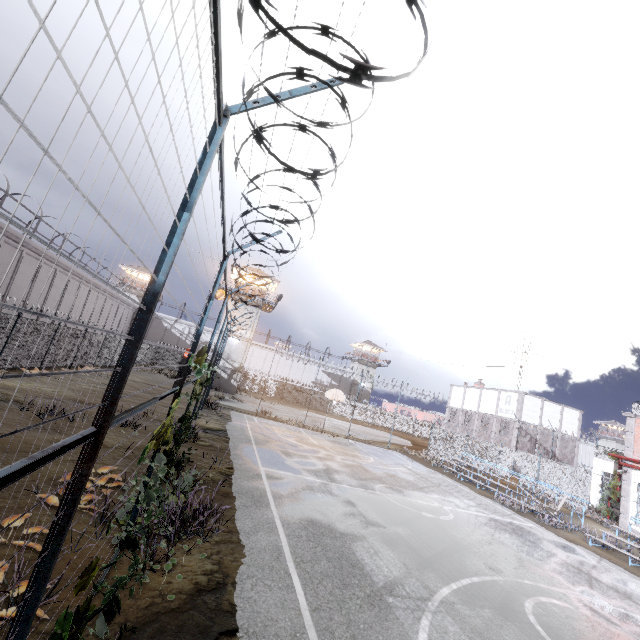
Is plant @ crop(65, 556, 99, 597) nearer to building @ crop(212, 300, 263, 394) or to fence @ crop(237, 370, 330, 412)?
fence @ crop(237, 370, 330, 412)

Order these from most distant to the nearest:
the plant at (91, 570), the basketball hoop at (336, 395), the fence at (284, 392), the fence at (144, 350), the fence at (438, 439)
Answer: the fence at (284, 392) → the basketball hoop at (336, 395) → the fence at (438, 439) → the plant at (91, 570) → the fence at (144, 350)

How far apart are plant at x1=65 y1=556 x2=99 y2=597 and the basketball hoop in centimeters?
2253cm

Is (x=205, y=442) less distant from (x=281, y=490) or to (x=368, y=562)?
(x=281, y=490)

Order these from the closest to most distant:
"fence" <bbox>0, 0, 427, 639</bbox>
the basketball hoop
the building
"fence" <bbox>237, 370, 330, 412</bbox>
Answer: "fence" <bbox>0, 0, 427, 639</bbox>, the basketball hoop, the building, "fence" <bbox>237, 370, 330, 412</bbox>

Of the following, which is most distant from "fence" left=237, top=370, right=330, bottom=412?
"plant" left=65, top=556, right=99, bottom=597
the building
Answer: the building

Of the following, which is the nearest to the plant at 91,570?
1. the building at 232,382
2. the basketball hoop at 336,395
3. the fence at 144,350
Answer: the fence at 144,350

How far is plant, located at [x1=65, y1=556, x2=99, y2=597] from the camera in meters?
3.1 m
